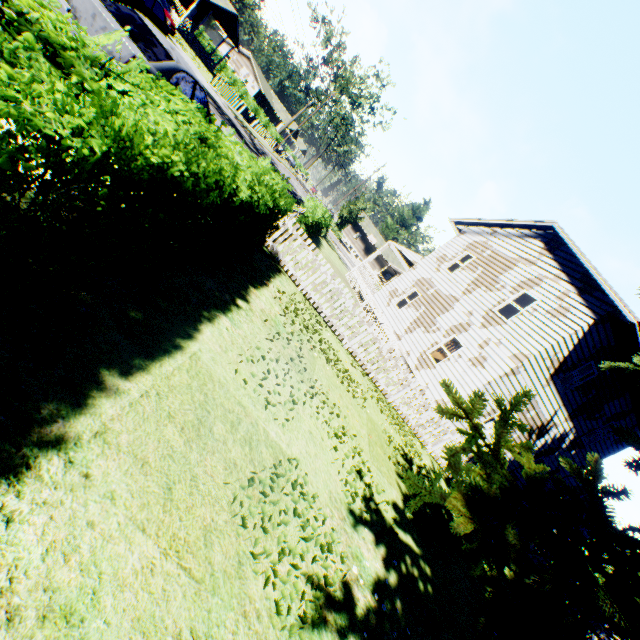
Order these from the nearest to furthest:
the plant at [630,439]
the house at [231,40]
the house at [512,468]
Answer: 1. the plant at [630,439]
2. the house at [512,468]
3. the house at [231,40]

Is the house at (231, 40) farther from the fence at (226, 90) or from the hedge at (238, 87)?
the fence at (226, 90)

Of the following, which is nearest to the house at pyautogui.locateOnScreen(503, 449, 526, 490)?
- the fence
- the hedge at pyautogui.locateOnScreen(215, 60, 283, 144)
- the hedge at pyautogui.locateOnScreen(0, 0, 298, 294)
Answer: the hedge at pyautogui.locateOnScreen(0, 0, 298, 294)

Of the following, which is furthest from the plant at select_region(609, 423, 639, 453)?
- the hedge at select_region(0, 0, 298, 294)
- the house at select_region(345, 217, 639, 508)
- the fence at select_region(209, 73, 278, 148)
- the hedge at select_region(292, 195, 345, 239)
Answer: the fence at select_region(209, 73, 278, 148)

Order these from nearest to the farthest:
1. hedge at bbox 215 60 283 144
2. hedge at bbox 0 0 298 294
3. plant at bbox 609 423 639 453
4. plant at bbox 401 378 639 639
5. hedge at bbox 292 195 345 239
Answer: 1. hedge at bbox 0 0 298 294
2. plant at bbox 401 378 639 639
3. plant at bbox 609 423 639 453
4. hedge at bbox 292 195 345 239
5. hedge at bbox 215 60 283 144

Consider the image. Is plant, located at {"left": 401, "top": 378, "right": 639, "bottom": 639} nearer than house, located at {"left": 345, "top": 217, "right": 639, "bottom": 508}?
Yes

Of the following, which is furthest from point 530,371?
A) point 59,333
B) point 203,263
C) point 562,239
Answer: point 59,333
